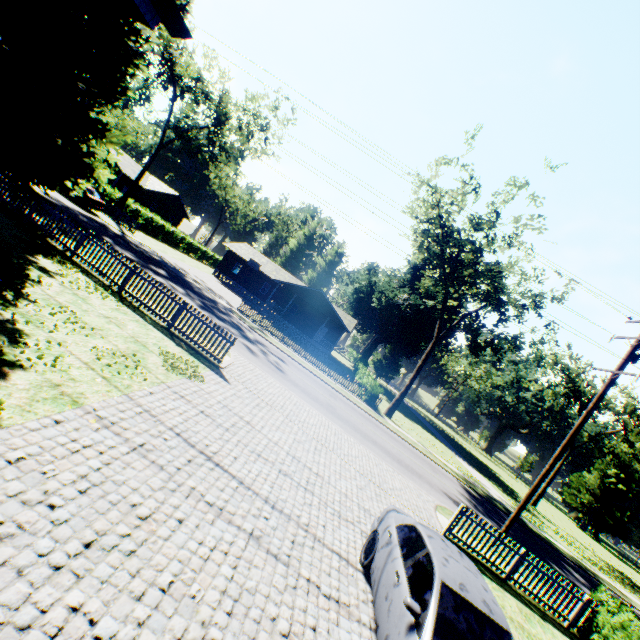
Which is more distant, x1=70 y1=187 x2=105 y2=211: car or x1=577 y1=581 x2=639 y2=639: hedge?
x1=70 y1=187 x2=105 y2=211: car

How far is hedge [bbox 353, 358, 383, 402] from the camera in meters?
27.2

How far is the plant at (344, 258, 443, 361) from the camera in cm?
4878

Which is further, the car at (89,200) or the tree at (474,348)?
the car at (89,200)

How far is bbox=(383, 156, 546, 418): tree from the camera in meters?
24.2

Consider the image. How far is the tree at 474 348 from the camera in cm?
2422

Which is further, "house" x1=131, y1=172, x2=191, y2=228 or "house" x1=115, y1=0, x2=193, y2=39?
"house" x1=131, y1=172, x2=191, y2=228

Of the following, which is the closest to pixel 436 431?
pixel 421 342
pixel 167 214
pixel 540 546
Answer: pixel 421 342
